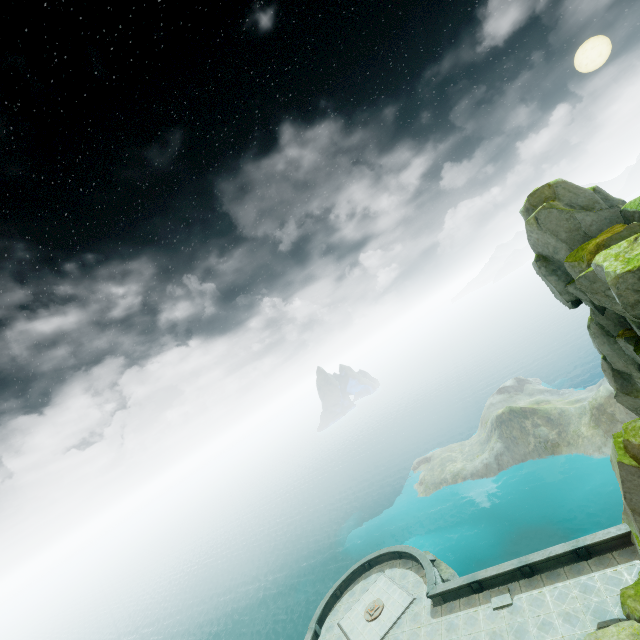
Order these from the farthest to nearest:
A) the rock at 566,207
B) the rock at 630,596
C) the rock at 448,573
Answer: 1. the rock at 448,573
2. the rock at 630,596
3. the rock at 566,207

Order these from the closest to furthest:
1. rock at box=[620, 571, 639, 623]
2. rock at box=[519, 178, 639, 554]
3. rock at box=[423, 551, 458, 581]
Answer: rock at box=[519, 178, 639, 554], rock at box=[620, 571, 639, 623], rock at box=[423, 551, 458, 581]

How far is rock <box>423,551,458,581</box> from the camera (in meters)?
35.72

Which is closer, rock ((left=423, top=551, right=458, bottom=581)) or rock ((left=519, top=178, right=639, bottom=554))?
rock ((left=519, top=178, right=639, bottom=554))

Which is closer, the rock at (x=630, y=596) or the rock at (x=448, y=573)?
the rock at (x=630, y=596)

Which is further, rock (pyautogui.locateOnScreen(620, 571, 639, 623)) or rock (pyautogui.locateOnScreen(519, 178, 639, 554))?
rock (pyautogui.locateOnScreen(620, 571, 639, 623))

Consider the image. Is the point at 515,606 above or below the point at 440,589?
below
